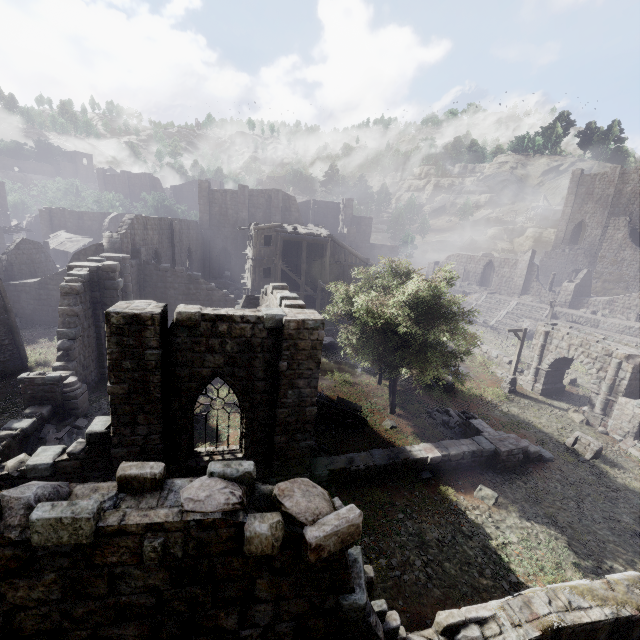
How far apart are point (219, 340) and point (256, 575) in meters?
6.7 m

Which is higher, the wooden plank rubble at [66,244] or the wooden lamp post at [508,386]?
the wooden plank rubble at [66,244]

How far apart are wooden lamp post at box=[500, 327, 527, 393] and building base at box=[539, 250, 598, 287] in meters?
38.4

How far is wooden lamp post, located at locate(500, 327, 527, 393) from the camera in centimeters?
2192cm

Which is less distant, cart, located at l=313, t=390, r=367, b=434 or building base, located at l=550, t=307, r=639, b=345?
cart, located at l=313, t=390, r=367, b=434

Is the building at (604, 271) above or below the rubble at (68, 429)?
above

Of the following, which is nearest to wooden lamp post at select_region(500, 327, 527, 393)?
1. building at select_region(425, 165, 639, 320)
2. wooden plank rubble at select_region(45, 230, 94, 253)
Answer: building at select_region(425, 165, 639, 320)

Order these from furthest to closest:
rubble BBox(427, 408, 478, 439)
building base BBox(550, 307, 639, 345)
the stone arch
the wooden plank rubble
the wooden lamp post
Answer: the wooden plank rubble
building base BBox(550, 307, 639, 345)
the wooden lamp post
the stone arch
rubble BBox(427, 408, 478, 439)
